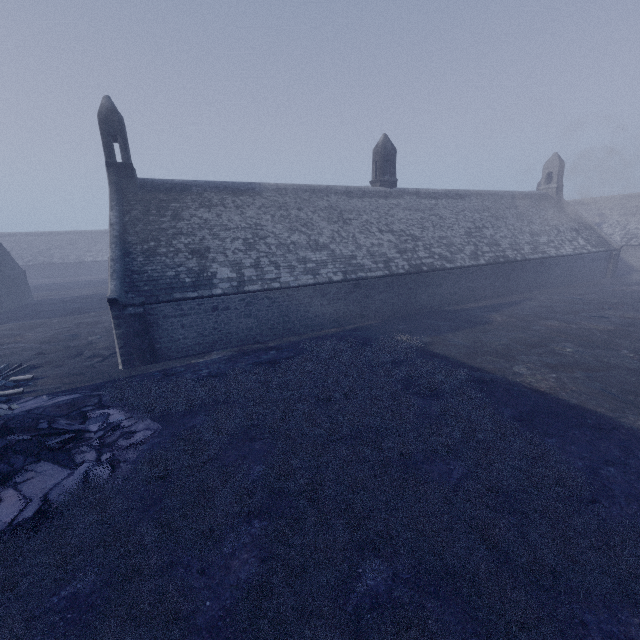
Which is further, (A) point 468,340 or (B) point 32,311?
(B) point 32,311
